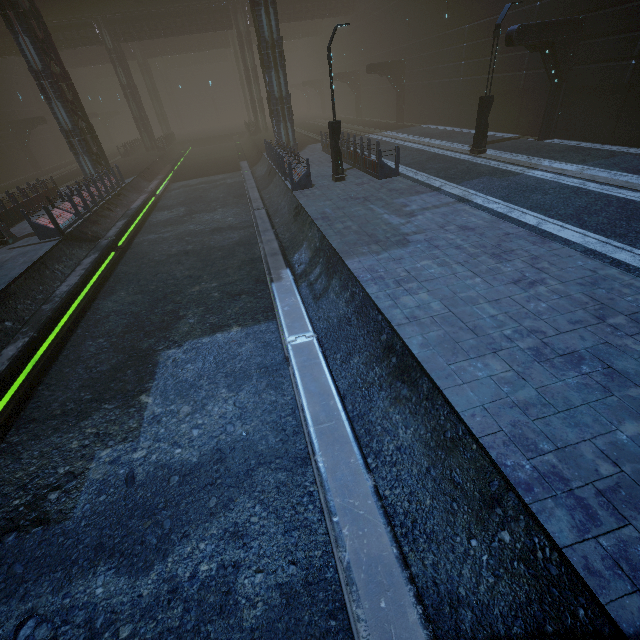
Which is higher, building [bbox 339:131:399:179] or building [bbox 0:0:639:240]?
building [bbox 0:0:639:240]

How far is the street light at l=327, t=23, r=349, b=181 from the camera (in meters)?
12.71

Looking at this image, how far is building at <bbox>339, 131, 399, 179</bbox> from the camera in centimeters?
1452cm

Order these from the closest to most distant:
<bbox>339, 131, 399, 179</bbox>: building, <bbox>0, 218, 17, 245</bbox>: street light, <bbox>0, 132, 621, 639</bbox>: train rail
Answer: <bbox>0, 132, 621, 639</bbox>: train rail → <bbox>0, 218, 17, 245</bbox>: street light → <bbox>339, 131, 399, 179</bbox>: building

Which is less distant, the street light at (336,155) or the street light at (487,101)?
the street light at (336,155)

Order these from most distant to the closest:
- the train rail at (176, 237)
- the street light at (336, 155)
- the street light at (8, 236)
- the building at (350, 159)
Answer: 1. the building at (350, 159)
2. the street light at (8, 236)
3. the street light at (336, 155)
4. the train rail at (176, 237)

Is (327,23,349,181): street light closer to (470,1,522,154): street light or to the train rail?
the train rail

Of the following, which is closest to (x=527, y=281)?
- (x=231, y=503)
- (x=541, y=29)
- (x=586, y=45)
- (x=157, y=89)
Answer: (x=231, y=503)
